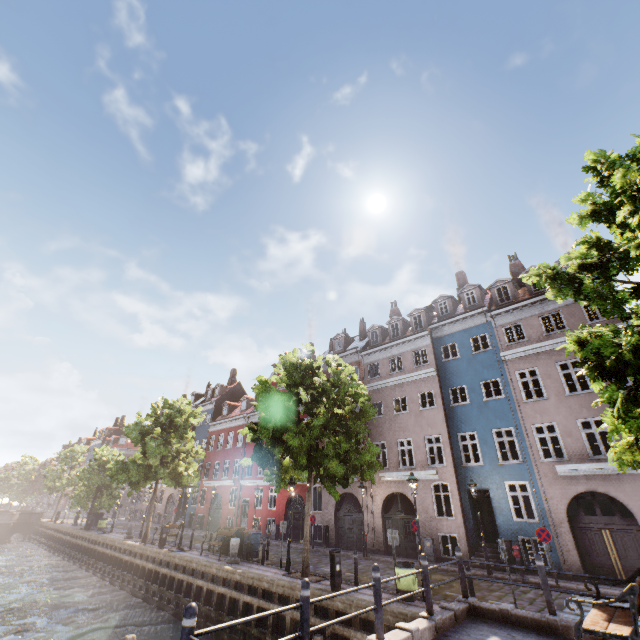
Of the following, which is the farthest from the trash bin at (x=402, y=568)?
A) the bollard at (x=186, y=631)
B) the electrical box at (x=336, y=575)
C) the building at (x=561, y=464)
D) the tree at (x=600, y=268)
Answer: the bollard at (x=186, y=631)

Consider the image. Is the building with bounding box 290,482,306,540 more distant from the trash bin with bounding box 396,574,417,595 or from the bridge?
the bridge

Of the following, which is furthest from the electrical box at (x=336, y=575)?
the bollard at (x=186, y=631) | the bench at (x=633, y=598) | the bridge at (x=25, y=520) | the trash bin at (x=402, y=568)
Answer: the bridge at (x=25, y=520)

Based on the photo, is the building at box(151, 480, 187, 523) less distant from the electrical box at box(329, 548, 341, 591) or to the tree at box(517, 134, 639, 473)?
the tree at box(517, 134, 639, 473)

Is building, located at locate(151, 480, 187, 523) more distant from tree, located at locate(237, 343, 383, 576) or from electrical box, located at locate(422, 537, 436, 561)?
tree, located at locate(237, 343, 383, 576)

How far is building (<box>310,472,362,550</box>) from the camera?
21.67m

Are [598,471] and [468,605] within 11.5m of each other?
yes

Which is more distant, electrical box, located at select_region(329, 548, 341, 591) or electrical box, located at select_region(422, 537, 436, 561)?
electrical box, located at select_region(422, 537, 436, 561)
